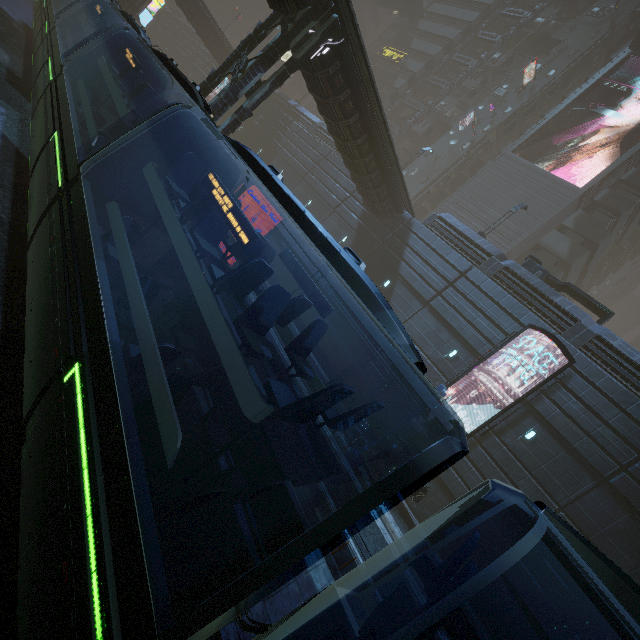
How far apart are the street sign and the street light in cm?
280

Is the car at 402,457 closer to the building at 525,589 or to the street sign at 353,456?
the building at 525,589

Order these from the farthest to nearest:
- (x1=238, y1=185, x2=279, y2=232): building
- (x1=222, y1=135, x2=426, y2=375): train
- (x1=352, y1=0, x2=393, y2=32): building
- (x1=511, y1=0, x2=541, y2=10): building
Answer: (x1=352, y1=0, x2=393, y2=32): building
(x1=511, y1=0, x2=541, y2=10): building
(x1=238, y1=185, x2=279, y2=232): building
(x1=222, y1=135, x2=426, y2=375): train

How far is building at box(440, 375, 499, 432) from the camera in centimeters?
1723cm

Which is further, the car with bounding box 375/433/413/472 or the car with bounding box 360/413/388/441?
the car with bounding box 360/413/388/441

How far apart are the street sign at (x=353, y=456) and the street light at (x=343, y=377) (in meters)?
2.80

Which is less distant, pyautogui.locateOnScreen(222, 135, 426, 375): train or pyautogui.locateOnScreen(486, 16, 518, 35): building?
pyautogui.locateOnScreen(222, 135, 426, 375): train

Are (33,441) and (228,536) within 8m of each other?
yes
